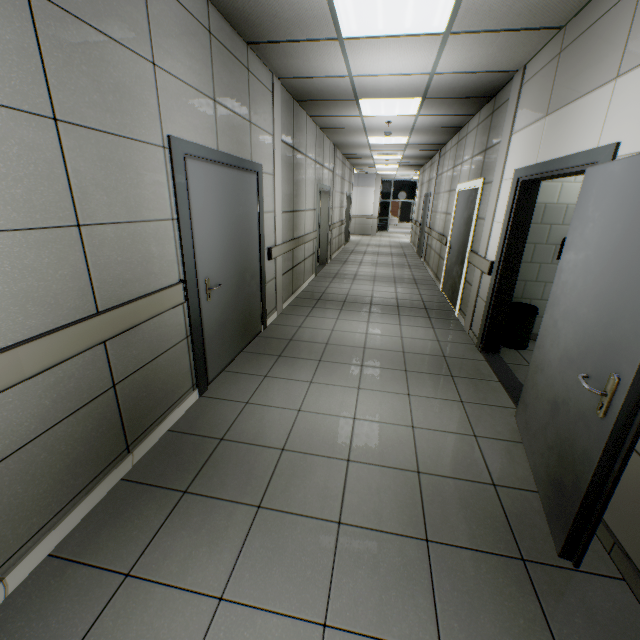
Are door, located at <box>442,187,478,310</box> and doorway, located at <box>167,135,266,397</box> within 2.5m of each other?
no

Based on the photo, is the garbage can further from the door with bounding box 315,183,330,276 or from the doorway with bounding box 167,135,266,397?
the door with bounding box 315,183,330,276

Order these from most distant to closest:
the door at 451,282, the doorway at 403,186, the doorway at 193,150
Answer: the doorway at 403,186, the door at 451,282, the doorway at 193,150

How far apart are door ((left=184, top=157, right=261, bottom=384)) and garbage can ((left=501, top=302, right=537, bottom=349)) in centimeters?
333cm

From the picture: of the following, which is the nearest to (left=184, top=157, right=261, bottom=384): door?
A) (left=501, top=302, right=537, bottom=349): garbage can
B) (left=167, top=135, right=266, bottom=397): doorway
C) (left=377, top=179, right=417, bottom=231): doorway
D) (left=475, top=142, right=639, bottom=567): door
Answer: (left=167, top=135, right=266, bottom=397): doorway

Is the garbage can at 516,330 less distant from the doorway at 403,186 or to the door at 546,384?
the door at 546,384

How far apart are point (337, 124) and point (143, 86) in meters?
5.4

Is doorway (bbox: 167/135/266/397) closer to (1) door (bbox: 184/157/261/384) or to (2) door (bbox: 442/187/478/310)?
(1) door (bbox: 184/157/261/384)
